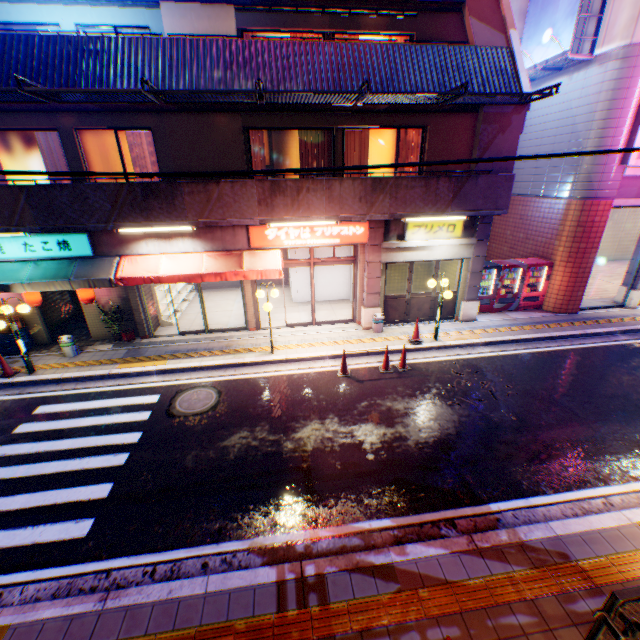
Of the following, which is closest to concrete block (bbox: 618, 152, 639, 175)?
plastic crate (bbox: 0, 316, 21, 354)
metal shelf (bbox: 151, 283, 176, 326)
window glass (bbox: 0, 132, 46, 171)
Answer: metal shelf (bbox: 151, 283, 176, 326)

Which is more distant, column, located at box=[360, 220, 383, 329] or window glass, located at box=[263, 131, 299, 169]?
column, located at box=[360, 220, 383, 329]

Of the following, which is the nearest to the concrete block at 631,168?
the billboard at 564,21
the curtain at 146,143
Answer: the billboard at 564,21

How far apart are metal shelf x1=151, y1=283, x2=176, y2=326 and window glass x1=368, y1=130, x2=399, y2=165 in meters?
8.1 m

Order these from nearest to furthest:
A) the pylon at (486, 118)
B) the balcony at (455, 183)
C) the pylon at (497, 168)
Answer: the balcony at (455, 183) < the pylon at (486, 118) < the pylon at (497, 168)

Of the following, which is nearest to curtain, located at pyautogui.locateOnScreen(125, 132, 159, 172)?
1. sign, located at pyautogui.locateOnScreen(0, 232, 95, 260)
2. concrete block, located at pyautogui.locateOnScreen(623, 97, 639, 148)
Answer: sign, located at pyautogui.locateOnScreen(0, 232, 95, 260)

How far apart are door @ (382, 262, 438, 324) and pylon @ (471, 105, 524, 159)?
2.30m

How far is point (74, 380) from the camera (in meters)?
9.89
